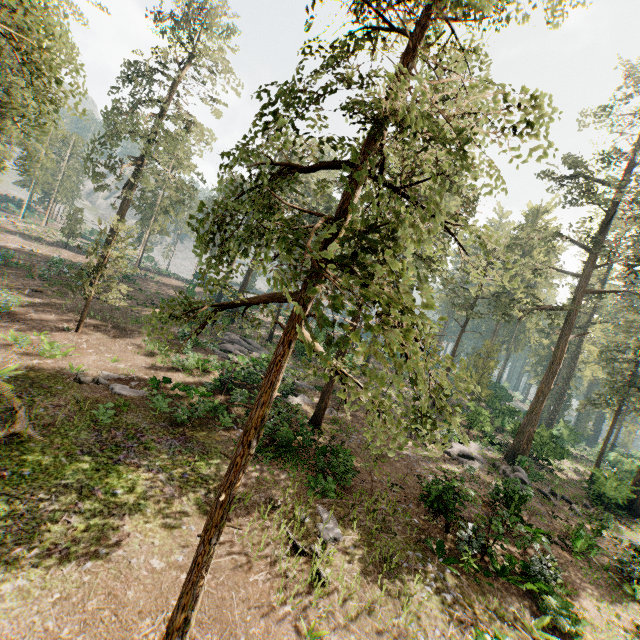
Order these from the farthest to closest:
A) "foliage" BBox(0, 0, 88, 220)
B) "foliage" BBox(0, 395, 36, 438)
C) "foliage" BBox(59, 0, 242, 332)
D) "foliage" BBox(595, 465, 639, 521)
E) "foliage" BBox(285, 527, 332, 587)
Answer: "foliage" BBox(595, 465, 639, 521) < "foliage" BBox(59, 0, 242, 332) < "foliage" BBox(0, 395, 36, 438) < "foliage" BBox(0, 0, 88, 220) < "foliage" BBox(285, 527, 332, 587)

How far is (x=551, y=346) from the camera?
29.75m

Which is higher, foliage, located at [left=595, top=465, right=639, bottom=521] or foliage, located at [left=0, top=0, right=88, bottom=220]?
foliage, located at [left=0, top=0, right=88, bottom=220]

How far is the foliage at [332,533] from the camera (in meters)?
11.62

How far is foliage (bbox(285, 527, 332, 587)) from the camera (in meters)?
9.98
